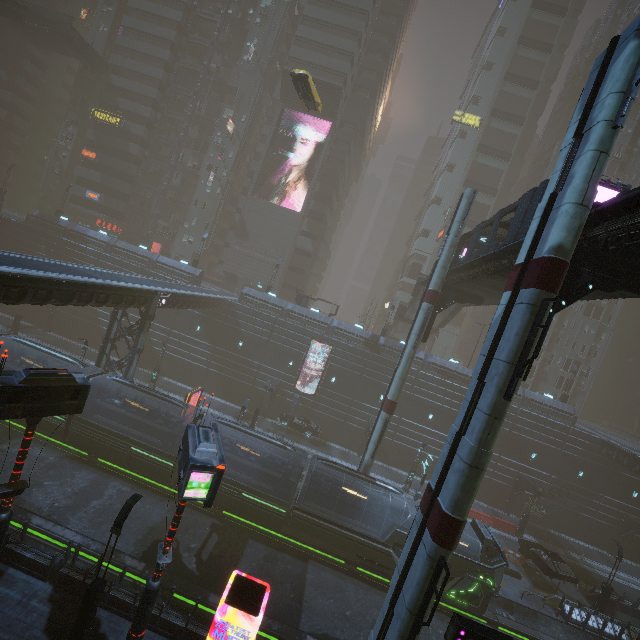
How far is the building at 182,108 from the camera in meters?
51.9 m

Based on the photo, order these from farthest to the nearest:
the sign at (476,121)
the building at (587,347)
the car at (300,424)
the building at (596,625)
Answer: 1. the sign at (476,121)
2. the building at (587,347)
3. the car at (300,424)
4. the building at (596,625)

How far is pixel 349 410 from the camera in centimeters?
3831cm

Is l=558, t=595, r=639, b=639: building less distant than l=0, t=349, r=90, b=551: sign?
No

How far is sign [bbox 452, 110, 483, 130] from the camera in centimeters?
5500cm

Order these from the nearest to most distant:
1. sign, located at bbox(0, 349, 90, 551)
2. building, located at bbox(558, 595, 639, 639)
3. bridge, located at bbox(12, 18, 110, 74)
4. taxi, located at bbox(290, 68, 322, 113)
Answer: sign, located at bbox(0, 349, 90, 551) → building, located at bbox(558, 595, 639, 639) → taxi, located at bbox(290, 68, 322, 113) → bridge, located at bbox(12, 18, 110, 74)

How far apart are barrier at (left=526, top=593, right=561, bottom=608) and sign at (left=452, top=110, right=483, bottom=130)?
62.1 meters

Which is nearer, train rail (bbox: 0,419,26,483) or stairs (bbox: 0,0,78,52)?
train rail (bbox: 0,419,26,483)
